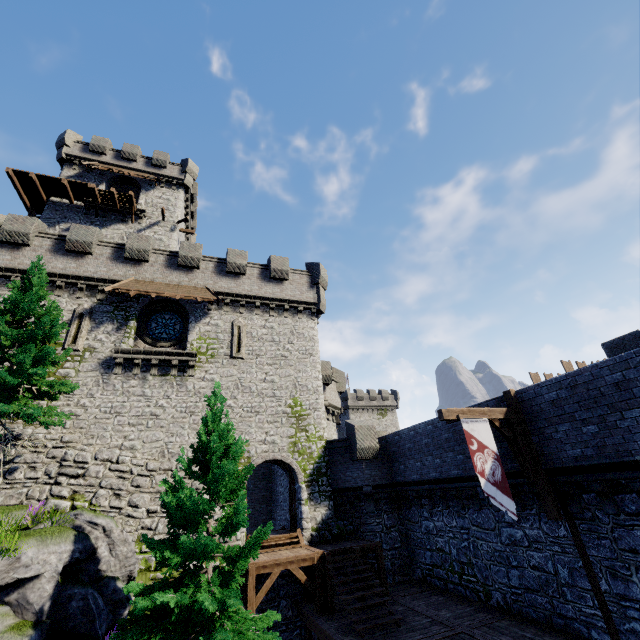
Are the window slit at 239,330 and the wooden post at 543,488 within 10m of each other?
no

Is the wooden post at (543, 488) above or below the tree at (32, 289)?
below

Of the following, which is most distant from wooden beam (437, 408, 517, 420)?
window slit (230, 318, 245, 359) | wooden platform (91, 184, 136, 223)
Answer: wooden platform (91, 184, 136, 223)

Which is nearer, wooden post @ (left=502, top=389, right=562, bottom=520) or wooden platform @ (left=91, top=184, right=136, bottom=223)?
wooden post @ (left=502, top=389, right=562, bottom=520)

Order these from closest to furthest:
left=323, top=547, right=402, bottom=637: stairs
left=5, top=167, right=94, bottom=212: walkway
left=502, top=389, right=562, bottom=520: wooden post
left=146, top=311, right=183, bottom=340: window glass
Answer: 1. left=502, top=389, right=562, bottom=520: wooden post
2. left=323, top=547, right=402, bottom=637: stairs
3. left=146, top=311, right=183, bottom=340: window glass
4. left=5, top=167, right=94, bottom=212: walkway

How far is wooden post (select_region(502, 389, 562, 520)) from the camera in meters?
9.8

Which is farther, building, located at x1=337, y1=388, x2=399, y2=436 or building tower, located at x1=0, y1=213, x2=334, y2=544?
building, located at x1=337, y1=388, x2=399, y2=436

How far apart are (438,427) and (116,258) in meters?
20.5
